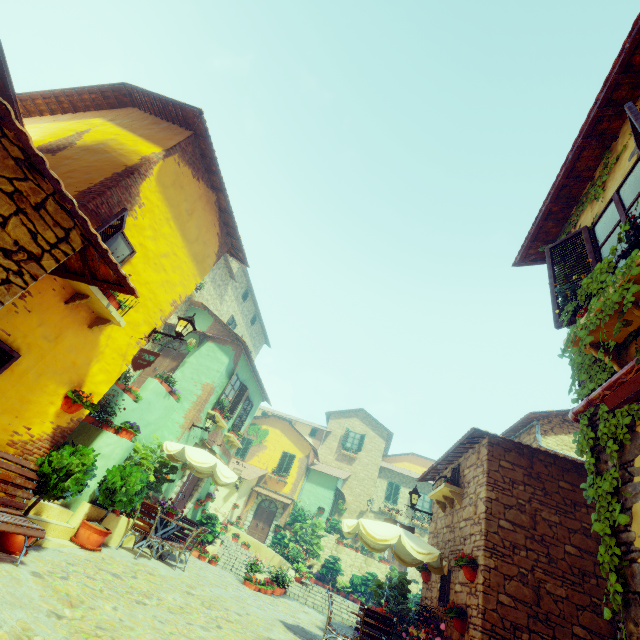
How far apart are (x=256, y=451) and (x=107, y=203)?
23.6m

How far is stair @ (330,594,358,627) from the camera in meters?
11.8 m

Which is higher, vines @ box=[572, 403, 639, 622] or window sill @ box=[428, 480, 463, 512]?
window sill @ box=[428, 480, 463, 512]

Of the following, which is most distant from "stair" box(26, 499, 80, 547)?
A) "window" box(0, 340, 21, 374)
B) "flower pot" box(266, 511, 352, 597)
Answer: "flower pot" box(266, 511, 352, 597)

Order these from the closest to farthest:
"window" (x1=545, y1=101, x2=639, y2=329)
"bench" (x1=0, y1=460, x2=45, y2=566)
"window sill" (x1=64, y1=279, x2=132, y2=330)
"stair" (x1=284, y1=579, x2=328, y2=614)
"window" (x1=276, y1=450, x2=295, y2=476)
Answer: "window" (x1=545, y1=101, x2=639, y2=329) < "bench" (x1=0, y1=460, x2=45, y2=566) < "window sill" (x1=64, y1=279, x2=132, y2=330) < "stair" (x1=284, y1=579, x2=328, y2=614) < "window" (x1=276, y1=450, x2=295, y2=476)

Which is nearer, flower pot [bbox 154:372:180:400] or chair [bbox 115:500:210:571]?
chair [bbox 115:500:210:571]

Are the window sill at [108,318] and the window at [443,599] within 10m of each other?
yes

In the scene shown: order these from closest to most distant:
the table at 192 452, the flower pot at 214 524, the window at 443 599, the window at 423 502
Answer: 1. the window at 443 599
2. the table at 192 452
3. the flower pot at 214 524
4. the window at 423 502
